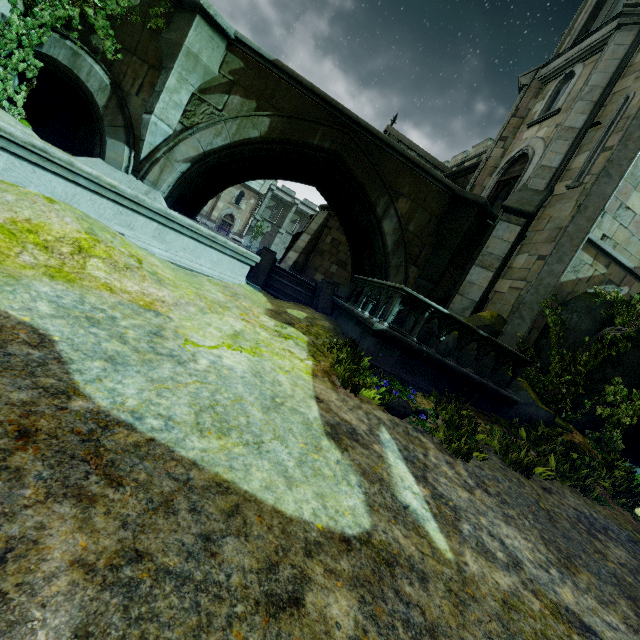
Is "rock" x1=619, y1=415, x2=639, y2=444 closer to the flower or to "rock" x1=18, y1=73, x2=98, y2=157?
the flower

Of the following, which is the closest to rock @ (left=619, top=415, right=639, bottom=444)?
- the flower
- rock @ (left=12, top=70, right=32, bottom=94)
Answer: the flower

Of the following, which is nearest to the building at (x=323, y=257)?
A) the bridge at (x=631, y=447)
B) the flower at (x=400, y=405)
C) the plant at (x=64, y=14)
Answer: the bridge at (x=631, y=447)

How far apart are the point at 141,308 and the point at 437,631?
4.1m

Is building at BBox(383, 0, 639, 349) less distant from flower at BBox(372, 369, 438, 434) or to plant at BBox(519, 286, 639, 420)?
plant at BBox(519, 286, 639, 420)

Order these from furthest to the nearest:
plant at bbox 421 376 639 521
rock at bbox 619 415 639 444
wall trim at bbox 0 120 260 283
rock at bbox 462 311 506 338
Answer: rock at bbox 462 311 506 338 < rock at bbox 619 415 639 444 < plant at bbox 421 376 639 521 < wall trim at bbox 0 120 260 283

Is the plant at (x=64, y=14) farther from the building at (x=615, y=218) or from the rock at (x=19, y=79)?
the building at (x=615, y=218)

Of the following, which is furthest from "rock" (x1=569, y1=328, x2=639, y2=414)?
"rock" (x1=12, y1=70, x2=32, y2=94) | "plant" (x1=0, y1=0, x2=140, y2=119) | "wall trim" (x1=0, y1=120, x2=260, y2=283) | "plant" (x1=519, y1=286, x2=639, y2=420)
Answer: "rock" (x1=12, y1=70, x2=32, y2=94)
